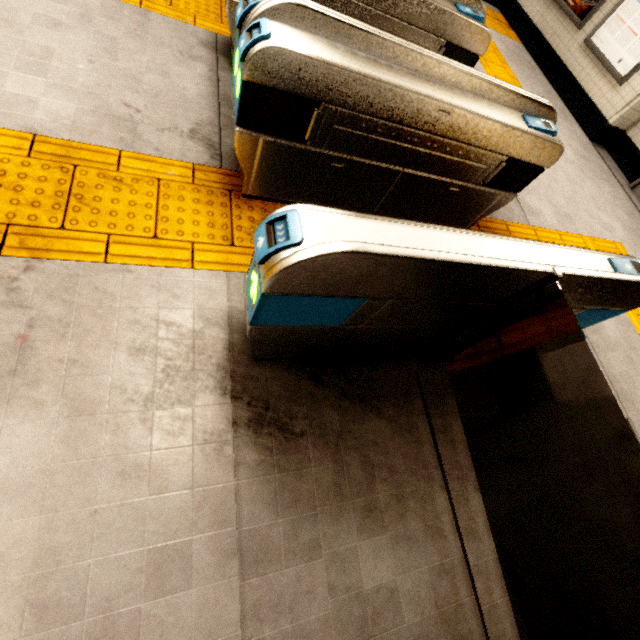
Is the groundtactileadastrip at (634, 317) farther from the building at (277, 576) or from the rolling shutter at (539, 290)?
the rolling shutter at (539, 290)

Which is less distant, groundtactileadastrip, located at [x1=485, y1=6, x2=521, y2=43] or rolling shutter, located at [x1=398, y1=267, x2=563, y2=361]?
rolling shutter, located at [x1=398, y1=267, x2=563, y2=361]

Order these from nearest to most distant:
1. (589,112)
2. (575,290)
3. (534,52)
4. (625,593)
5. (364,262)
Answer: (364,262), (575,290), (625,593), (589,112), (534,52)

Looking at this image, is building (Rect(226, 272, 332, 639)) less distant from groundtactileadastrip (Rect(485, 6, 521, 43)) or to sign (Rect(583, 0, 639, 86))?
groundtactileadastrip (Rect(485, 6, 521, 43))

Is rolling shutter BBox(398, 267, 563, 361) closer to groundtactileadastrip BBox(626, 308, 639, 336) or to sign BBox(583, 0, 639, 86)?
groundtactileadastrip BBox(626, 308, 639, 336)

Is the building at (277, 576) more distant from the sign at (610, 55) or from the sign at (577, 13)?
the sign at (577, 13)

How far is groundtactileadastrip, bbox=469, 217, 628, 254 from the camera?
3.3 meters
